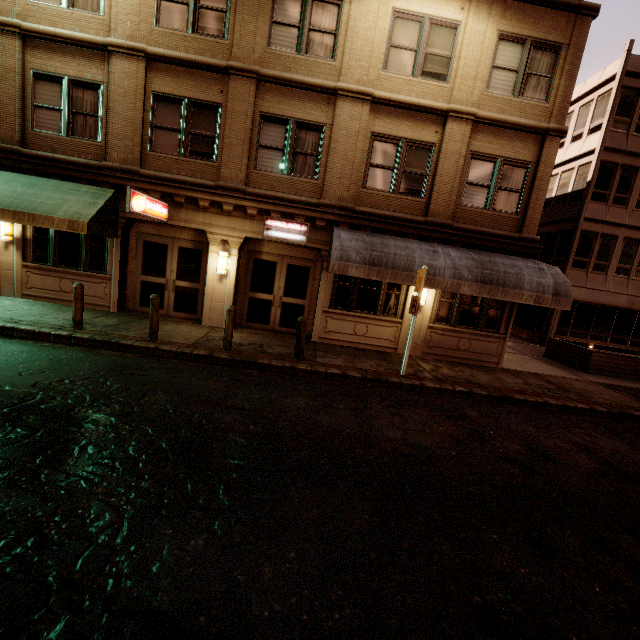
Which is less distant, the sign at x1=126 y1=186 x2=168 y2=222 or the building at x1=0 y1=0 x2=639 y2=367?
the sign at x1=126 y1=186 x2=168 y2=222

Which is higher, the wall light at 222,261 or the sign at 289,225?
the sign at 289,225

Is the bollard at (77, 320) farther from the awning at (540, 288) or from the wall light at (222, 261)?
the awning at (540, 288)

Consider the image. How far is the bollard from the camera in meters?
8.4 m

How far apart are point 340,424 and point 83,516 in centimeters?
389cm

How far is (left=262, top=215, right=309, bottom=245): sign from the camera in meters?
10.6 m

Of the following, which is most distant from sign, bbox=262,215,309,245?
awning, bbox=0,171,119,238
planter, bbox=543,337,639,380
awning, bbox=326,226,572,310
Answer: planter, bbox=543,337,639,380

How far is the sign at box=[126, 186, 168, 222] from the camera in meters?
8.3 m
